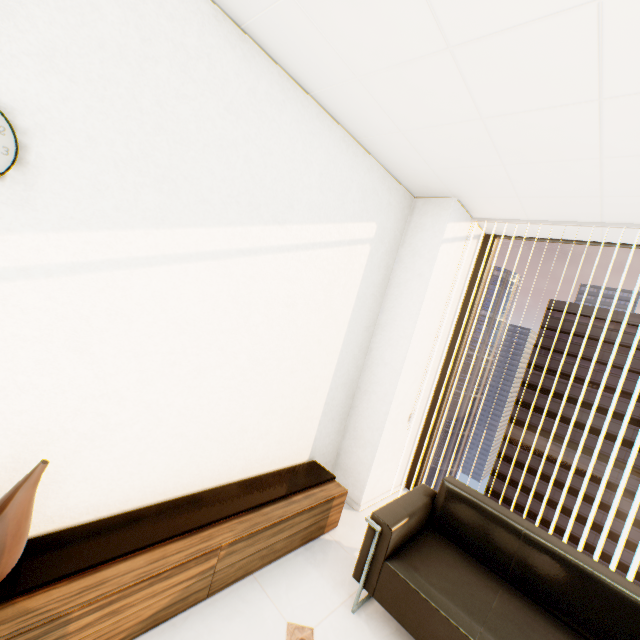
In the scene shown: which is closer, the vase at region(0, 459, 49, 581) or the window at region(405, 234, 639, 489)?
the vase at region(0, 459, 49, 581)

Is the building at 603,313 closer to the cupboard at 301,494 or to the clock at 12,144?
the cupboard at 301,494

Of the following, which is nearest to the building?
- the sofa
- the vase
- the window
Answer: the window

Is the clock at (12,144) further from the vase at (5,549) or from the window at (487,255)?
the window at (487,255)

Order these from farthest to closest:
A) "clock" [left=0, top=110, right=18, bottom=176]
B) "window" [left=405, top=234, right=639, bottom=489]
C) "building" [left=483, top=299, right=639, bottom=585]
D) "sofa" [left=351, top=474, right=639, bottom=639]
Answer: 1. "building" [left=483, top=299, right=639, bottom=585]
2. "window" [left=405, top=234, right=639, bottom=489]
3. "sofa" [left=351, top=474, right=639, bottom=639]
4. "clock" [left=0, top=110, right=18, bottom=176]

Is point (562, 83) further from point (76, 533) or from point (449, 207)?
point (76, 533)

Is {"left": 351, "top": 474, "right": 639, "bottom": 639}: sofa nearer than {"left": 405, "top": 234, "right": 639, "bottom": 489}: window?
Yes

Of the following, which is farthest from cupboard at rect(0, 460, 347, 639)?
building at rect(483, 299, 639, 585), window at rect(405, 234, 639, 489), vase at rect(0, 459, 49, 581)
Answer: building at rect(483, 299, 639, 585)
